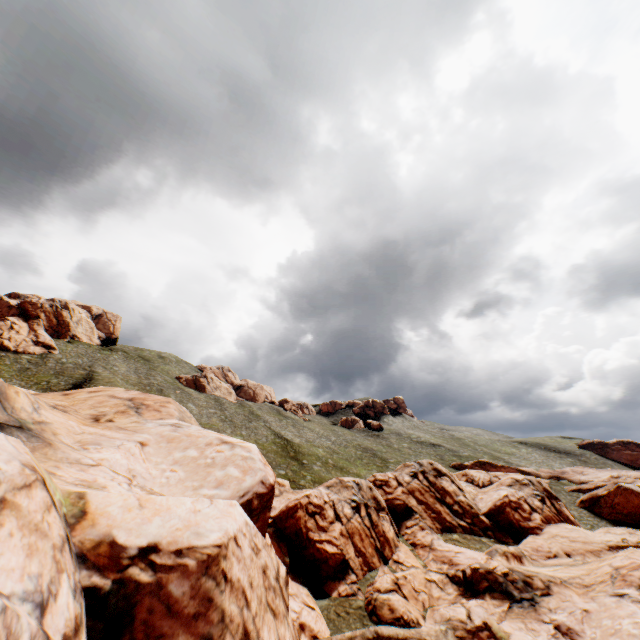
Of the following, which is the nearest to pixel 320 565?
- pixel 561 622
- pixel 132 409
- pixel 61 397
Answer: pixel 561 622

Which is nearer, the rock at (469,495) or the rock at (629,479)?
the rock at (469,495)

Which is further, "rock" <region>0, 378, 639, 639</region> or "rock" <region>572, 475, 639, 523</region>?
"rock" <region>572, 475, 639, 523</region>
